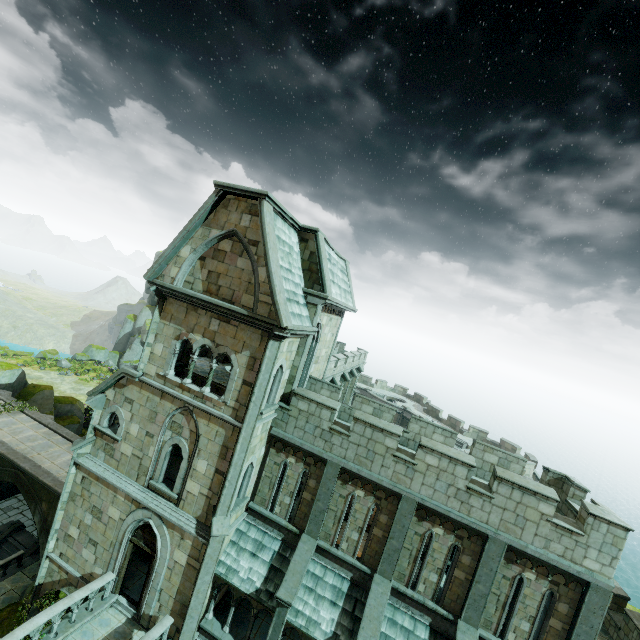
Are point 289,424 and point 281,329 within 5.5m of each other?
yes

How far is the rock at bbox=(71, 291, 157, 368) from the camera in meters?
51.0

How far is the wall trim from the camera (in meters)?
19.38

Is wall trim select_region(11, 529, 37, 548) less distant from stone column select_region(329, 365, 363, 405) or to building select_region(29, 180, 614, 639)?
building select_region(29, 180, 614, 639)

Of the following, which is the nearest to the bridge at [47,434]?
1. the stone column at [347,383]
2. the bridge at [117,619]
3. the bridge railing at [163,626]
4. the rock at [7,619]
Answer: the rock at [7,619]

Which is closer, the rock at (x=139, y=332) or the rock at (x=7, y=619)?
the rock at (x=7, y=619)

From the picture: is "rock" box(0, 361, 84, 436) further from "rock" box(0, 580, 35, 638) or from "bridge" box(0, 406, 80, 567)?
"rock" box(0, 580, 35, 638)

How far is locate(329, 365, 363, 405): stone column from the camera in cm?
2289
